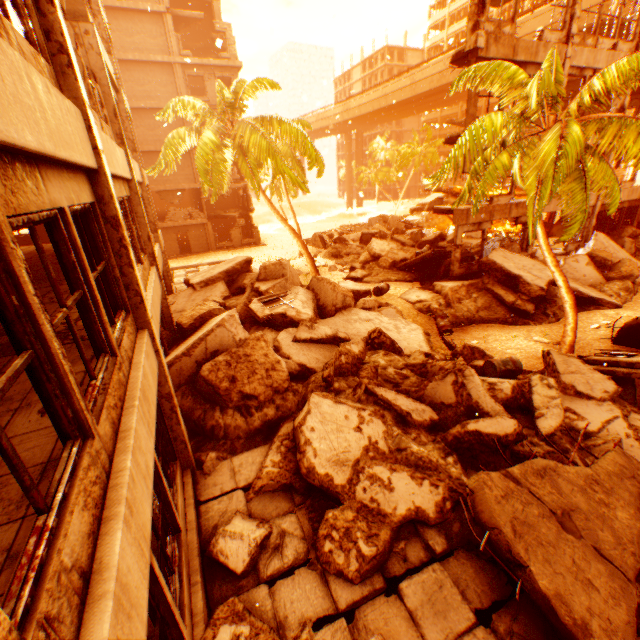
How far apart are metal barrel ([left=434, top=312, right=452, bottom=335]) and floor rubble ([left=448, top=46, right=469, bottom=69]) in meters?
9.8

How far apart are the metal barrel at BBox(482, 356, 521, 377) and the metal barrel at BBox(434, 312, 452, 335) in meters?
3.8

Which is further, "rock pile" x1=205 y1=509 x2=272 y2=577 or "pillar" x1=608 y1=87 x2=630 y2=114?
"pillar" x1=608 y1=87 x2=630 y2=114

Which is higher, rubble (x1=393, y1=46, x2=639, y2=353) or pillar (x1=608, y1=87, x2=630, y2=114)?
pillar (x1=608, y1=87, x2=630, y2=114)

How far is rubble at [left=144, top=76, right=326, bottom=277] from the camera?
15.08m

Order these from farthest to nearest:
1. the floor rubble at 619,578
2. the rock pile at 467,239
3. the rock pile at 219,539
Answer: the rock pile at 467,239 < the rock pile at 219,539 < the floor rubble at 619,578

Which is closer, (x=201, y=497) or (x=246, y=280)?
(x=201, y=497)

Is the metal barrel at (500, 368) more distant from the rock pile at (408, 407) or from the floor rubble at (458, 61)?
the floor rubble at (458, 61)
